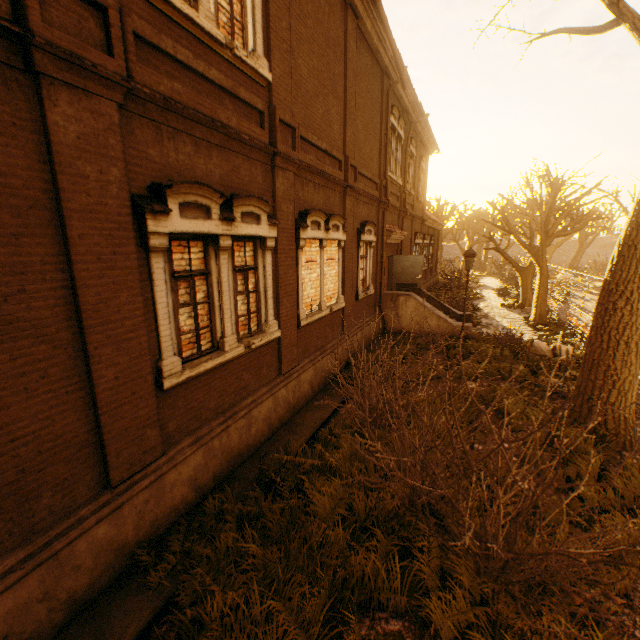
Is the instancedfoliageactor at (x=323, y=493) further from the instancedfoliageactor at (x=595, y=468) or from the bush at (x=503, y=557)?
the instancedfoliageactor at (x=595, y=468)

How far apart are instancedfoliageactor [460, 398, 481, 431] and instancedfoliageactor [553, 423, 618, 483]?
1.1m

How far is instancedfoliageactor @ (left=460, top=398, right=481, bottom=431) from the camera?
6.6 meters

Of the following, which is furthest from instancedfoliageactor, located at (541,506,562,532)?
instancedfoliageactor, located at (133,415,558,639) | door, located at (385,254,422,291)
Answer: door, located at (385,254,422,291)

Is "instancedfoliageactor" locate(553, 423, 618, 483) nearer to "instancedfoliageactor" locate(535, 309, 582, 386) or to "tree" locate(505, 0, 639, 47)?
"tree" locate(505, 0, 639, 47)

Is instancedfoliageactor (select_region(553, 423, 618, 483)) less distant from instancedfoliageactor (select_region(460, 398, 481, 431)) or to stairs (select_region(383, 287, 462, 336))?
instancedfoliageactor (select_region(460, 398, 481, 431))

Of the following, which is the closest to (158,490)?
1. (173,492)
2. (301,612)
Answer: (173,492)

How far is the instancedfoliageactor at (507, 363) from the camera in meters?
7.7
